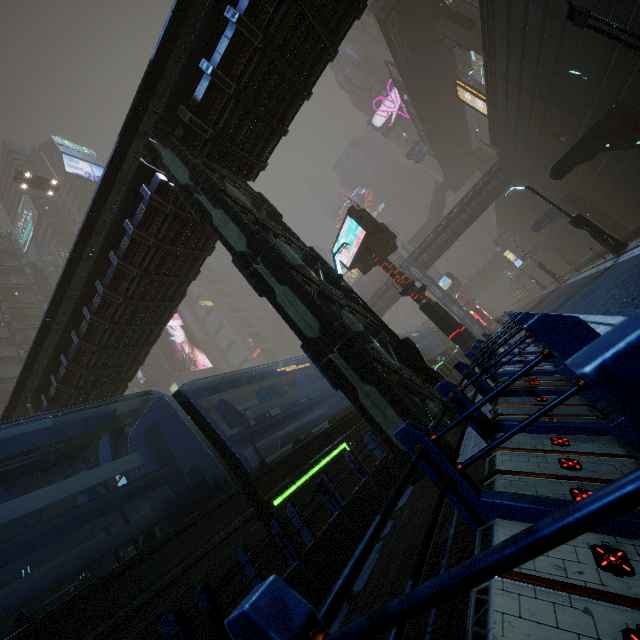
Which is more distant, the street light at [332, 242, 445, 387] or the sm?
the sm

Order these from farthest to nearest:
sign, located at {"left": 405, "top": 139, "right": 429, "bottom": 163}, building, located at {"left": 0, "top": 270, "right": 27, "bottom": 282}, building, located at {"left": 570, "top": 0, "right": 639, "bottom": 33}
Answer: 1. building, located at {"left": 0, "top": 270, "right": 27, "bottom": 282}
2. sign, located at {"left": 405, "top": 139, "right": 429, "bottom": 163}
3. building, located at {"left": 570, "top": 0, "right": 639, "bottom": 33}

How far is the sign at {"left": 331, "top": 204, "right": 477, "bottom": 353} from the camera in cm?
1413

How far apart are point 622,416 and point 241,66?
10.6m

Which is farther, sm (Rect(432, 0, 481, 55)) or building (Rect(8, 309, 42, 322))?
building (Rect(8, 309, 42, 322))

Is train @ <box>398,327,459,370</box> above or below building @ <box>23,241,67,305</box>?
below

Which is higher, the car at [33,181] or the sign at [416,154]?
the car at [33,181]

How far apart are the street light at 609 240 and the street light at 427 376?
11.9m
